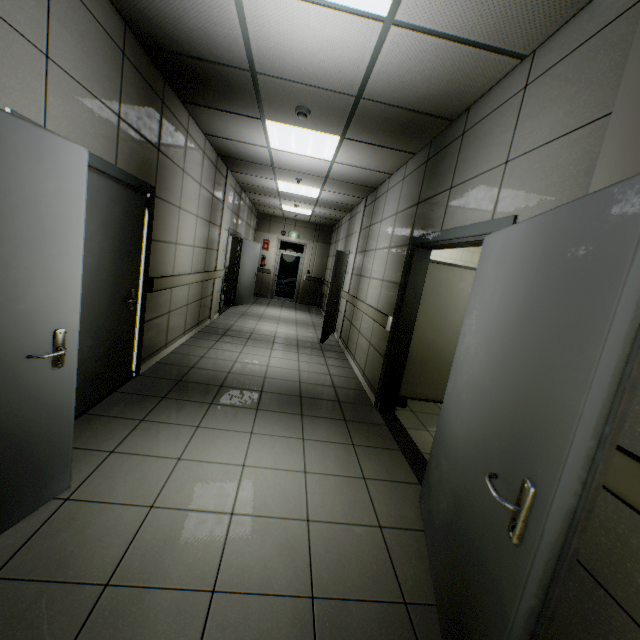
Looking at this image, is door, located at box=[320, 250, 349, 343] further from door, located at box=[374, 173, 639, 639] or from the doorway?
the doorway

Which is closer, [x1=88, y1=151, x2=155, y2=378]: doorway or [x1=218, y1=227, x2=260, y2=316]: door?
[x1=88, y1=151, x2=155, y2=378]: doorway

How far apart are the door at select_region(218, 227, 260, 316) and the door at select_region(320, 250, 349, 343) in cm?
264

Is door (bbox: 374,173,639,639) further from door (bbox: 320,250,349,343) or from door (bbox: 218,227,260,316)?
door (bbox: 218,227,260,316)

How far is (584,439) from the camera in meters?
0.9

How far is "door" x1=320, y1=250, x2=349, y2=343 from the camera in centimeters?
679cm

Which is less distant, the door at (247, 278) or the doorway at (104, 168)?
the doorway at (104, 168)

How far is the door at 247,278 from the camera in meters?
8.6 m
